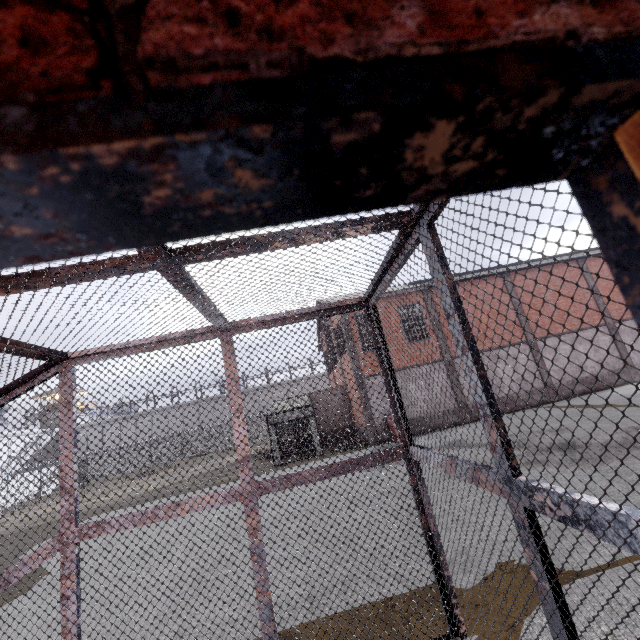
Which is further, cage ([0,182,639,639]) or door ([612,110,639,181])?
cage ([0,182,639,639])

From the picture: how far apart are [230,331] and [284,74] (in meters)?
3.13

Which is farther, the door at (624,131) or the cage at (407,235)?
the cage at (407,235)
